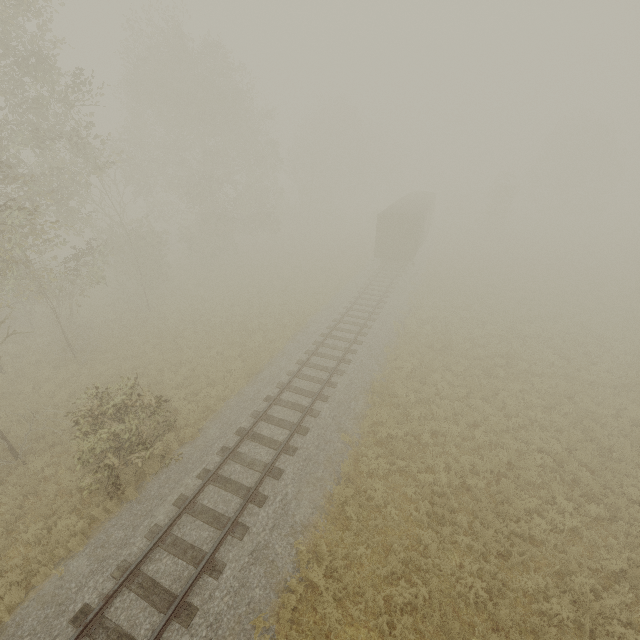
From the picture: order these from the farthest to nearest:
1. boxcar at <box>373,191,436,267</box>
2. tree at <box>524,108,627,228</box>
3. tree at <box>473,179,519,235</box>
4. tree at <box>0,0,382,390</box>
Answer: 1. tree at <box>524,108,627,228</box>
2. tree at <box>473,179,519,235</box>
3. boxcar at <box>373,191,436,267</box>
4. tree at <box>0,0,382,390</box>

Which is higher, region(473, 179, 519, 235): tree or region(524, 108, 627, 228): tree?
region(524, 108, 627, 228): tree

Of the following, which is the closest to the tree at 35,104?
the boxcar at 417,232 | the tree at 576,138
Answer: the boxcar at 417,232

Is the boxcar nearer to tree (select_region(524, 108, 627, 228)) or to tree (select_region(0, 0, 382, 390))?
tree (select_region(0, 0, 382, 390))

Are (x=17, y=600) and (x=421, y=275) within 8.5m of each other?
no

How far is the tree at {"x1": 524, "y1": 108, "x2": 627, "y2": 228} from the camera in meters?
42.8

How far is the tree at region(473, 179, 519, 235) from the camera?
40.5m

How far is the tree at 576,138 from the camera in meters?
42.8
